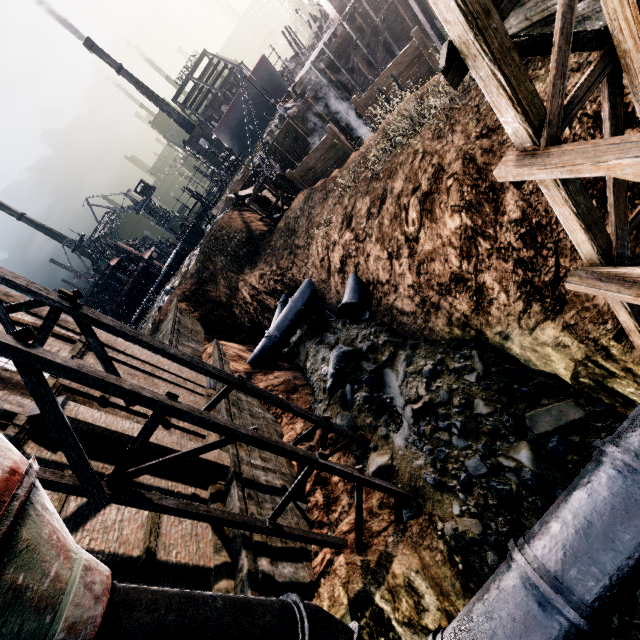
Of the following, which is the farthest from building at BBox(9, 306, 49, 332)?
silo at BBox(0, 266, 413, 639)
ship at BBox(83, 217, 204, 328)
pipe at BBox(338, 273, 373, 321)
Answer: ship at BBox(83, 217, 204, 328)

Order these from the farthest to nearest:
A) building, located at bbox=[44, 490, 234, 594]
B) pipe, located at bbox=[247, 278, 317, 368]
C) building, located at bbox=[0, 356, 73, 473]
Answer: pipe, located at bbox=[247, 278, 317, 368] < building, located at bbox=[0, 356, 73, 473] < building, located at bbox=[44, 490, 234, 594]

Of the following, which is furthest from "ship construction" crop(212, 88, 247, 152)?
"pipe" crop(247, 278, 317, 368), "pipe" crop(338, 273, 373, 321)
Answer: "pipe" crop(338, 273, 373, 321)

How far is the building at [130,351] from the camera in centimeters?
1535cm

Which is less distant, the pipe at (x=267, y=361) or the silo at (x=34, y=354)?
the silo at (x=34, y=354)

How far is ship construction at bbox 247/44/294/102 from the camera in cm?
5469

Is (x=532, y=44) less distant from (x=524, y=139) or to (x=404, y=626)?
(x=524, y=139)

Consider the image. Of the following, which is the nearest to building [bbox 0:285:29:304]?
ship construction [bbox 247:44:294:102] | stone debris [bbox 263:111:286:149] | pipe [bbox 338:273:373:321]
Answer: pipe [bbox 338:273:373:321]
